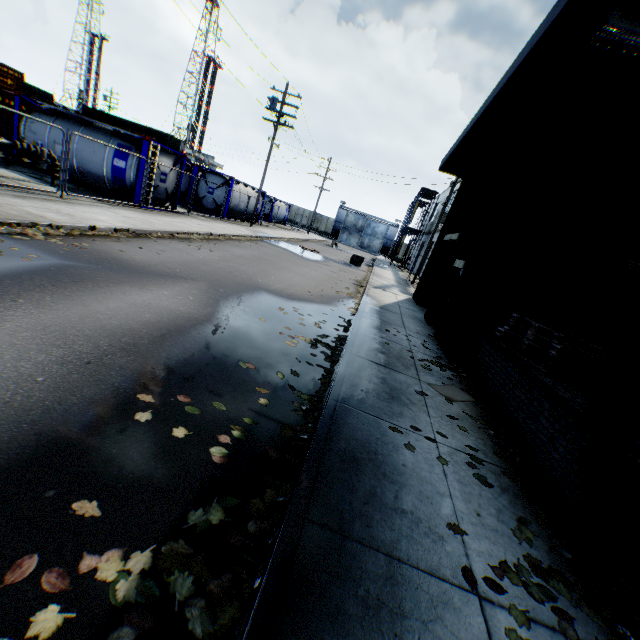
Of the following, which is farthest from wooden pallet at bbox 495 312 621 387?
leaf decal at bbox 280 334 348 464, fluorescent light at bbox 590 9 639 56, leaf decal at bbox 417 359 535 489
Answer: fluorescent light at bbox 590 9 639 56

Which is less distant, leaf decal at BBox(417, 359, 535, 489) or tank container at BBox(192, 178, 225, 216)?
leaf decal at BBox(417, 359, 535, 489)

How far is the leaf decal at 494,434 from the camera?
4.0 meters

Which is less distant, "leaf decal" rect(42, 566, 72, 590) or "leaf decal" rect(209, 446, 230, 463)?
"leaf decal" rect(42, 566, 72, 590)

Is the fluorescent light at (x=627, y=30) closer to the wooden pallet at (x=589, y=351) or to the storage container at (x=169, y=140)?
the wooden pallet at (x=589, y=351)

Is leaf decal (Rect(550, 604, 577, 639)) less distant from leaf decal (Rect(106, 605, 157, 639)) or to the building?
the building

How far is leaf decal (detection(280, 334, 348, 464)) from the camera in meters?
3.4

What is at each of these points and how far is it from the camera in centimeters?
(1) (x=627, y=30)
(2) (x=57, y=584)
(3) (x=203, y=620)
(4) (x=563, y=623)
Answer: (1) fluorescent light, 402cm
(2) leaf decal, 175cm
(3) leaf decal, 181cm
(4) leaf decal, 229cm
